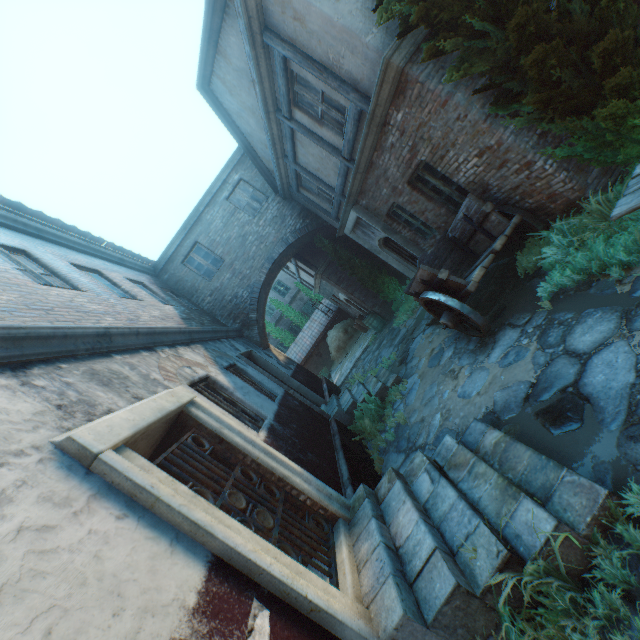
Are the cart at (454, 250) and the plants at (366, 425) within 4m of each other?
yes

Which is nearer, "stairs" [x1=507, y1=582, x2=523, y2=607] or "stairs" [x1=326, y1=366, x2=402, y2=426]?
"stairs" [x1=507, y1=582, x2=523, y2=607]

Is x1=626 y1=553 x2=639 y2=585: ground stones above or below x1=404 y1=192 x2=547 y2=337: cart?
below

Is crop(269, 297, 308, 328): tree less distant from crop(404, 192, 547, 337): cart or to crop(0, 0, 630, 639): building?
crop(0, 0, 630, 639): building

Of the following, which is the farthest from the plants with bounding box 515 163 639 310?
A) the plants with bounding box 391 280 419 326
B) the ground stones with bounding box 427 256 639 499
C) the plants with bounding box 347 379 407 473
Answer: the plants with bounding box 391 280 419 326

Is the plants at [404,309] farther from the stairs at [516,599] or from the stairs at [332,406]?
the stairs at [516,599]

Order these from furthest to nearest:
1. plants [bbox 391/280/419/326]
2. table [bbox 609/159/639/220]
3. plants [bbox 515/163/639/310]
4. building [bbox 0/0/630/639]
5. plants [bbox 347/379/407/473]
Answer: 1. plants [bbox 391/280/419/326]
2. plants [bbox 347/379/407/473]
3. plants [bbox 515/163/639/310]
4. table [bbox 609/159/639/220]
5. building [bbox 0/0/630/639]

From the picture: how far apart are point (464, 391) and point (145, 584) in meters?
4.9
